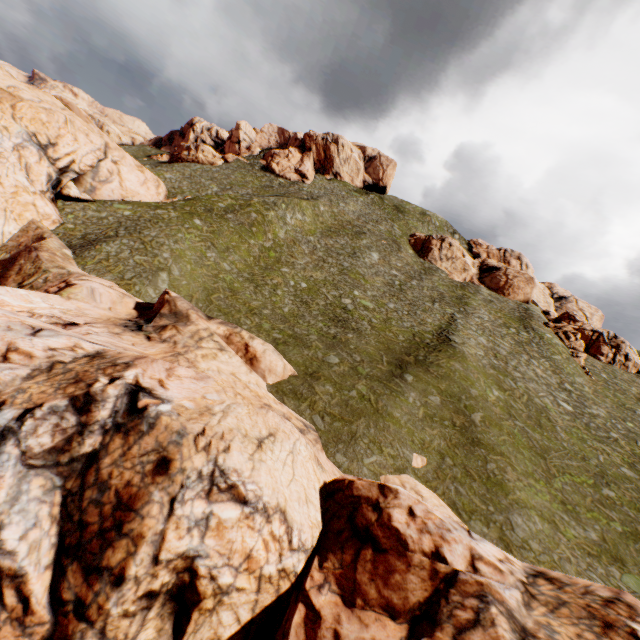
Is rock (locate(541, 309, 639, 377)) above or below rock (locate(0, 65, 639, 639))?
above

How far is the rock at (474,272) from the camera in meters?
55.4 m

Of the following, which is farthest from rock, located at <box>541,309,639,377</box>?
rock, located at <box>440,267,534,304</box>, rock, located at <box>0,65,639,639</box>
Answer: rock, located at <box>0,65,639,639</box>

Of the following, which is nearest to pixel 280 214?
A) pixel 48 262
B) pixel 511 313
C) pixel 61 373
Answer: pixel 48 262

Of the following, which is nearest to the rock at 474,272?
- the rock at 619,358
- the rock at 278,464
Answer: the rock at 619,358

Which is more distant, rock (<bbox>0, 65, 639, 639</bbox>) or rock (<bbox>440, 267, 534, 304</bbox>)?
rock (<bbox>440, 267, 534, 304</bbox>)

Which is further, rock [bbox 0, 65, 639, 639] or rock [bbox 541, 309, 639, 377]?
rock [bbox 541, 309, 639, 377]

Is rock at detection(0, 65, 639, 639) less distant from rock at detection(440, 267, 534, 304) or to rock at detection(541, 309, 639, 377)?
rock at detection(440, 267, 534, 304)
